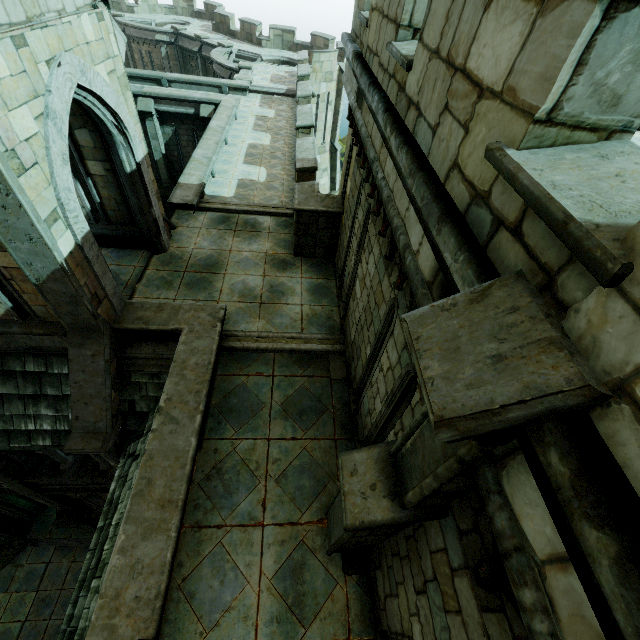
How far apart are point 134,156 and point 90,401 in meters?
5.1 m

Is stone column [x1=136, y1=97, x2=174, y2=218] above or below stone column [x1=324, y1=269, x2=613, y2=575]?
below

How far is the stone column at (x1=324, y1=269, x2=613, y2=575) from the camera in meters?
1.2 m

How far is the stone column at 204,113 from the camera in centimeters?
1658cm

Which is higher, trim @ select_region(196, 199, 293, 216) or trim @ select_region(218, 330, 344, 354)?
trim @ select_region(196, 199, 293, 216)

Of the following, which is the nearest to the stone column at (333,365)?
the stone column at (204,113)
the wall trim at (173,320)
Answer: the wall trim at (173,320)

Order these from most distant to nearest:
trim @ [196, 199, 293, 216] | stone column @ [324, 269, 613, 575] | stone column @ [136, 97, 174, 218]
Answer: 1. stone column @ [136, 97, 174, 218]
2. trim @ [196, 199, 293, 216]
3. stone column @ [324, 269, 613, 575]

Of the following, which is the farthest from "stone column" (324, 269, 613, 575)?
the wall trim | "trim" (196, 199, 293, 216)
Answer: "trim" (196, 199, 293, 216)
